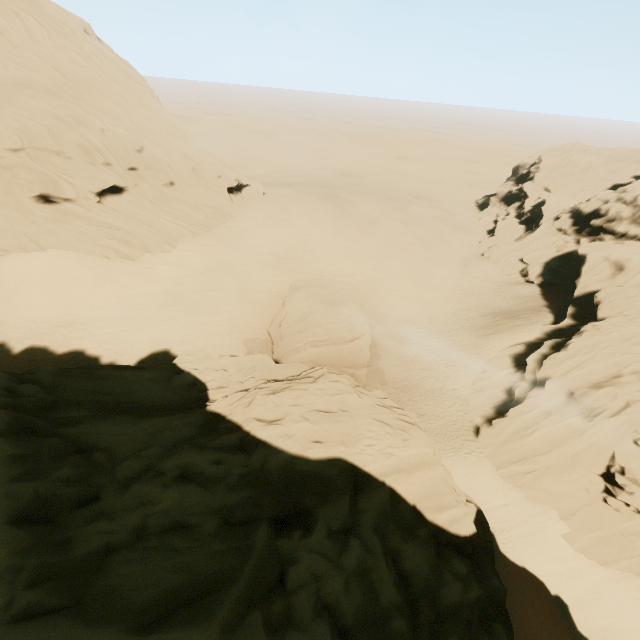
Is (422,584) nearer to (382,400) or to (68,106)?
(382,400)

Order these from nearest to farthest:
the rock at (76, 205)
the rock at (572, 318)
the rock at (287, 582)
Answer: the rock at (287, 582) → the rock at (572, 318) → the rock at (76, 205)

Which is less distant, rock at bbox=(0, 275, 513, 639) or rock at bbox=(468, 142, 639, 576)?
rock at bbox=(0, 275, 513, 639)

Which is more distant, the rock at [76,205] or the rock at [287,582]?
the rock at [76,205]

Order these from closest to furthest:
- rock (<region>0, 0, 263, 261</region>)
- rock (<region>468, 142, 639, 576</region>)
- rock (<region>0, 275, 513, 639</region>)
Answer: rock (<region>0, 275, 513, 639</region>) → rock (<region>468, 142, 639, 576</region>) → rock (<region>0, 0, 263, 261</region>)
